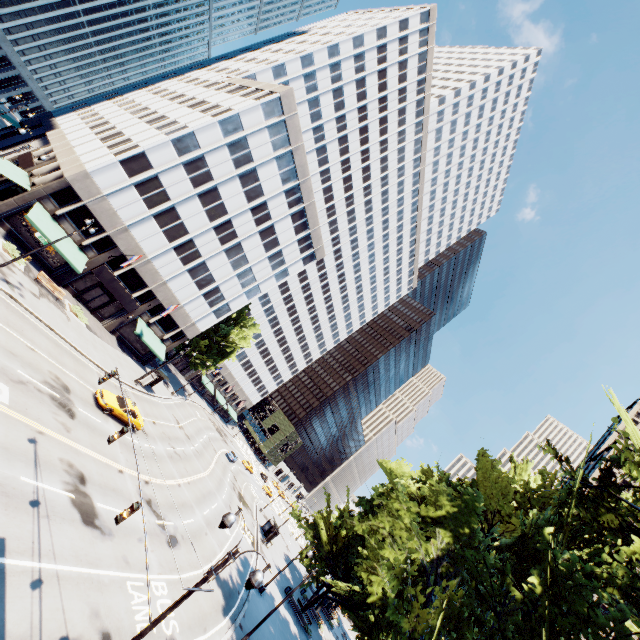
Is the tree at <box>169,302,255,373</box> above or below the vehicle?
above

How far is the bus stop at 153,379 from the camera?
38.25m

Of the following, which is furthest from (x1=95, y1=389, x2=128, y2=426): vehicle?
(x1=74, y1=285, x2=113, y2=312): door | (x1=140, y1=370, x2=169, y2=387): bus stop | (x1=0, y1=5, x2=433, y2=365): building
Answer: (x1=74, y1=285, x2=113, y2=312): door

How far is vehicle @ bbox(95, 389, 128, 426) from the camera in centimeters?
A: 2485cm

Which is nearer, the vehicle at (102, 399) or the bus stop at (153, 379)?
the vehicle at (102, 399)

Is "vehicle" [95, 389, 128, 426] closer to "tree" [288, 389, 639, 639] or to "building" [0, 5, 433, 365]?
"building" [0, 5, 433, 365]

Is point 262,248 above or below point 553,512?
above
